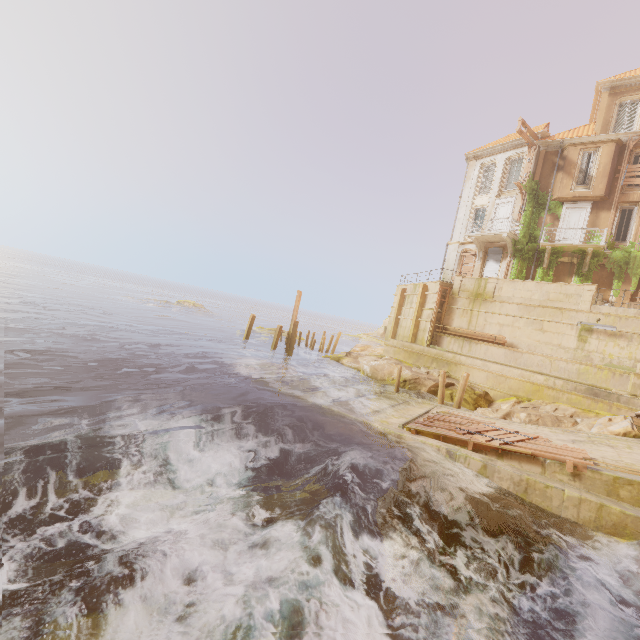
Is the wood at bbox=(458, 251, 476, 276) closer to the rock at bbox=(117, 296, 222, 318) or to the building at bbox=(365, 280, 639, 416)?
the building at bbox=(365, 280, 639, 416)

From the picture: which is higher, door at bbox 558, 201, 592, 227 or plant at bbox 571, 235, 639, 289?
door at bbox 558, 201, 592, 227

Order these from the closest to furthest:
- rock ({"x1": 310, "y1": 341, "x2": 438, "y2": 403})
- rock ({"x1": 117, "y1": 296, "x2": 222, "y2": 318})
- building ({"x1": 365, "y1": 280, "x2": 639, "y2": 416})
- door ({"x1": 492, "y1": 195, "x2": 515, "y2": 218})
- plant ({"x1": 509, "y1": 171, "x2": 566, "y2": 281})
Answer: building ({"x1": 365, "y1": 280, "x2": 639, "y2": 416})
rock ({"x1": 310, "y1": 341, "x2": 438, "y2": 403})
plant ({"x1": 509, "y1": 171, "x2": 566, "y2": 281})
door ({"x1": 492, "y1": 195, "x2": 515, "y2": 218})
rock ({"x1": 117, "y1": 296, "x2": 222, "y2": 318})

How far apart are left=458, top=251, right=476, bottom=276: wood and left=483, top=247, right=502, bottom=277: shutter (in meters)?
0.80

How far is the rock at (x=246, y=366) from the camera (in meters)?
17.30

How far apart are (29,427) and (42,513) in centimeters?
462cm

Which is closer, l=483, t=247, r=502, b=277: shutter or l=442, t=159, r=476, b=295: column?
l=442, t=159, r=476, b=295: column

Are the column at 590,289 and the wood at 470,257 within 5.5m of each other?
no
